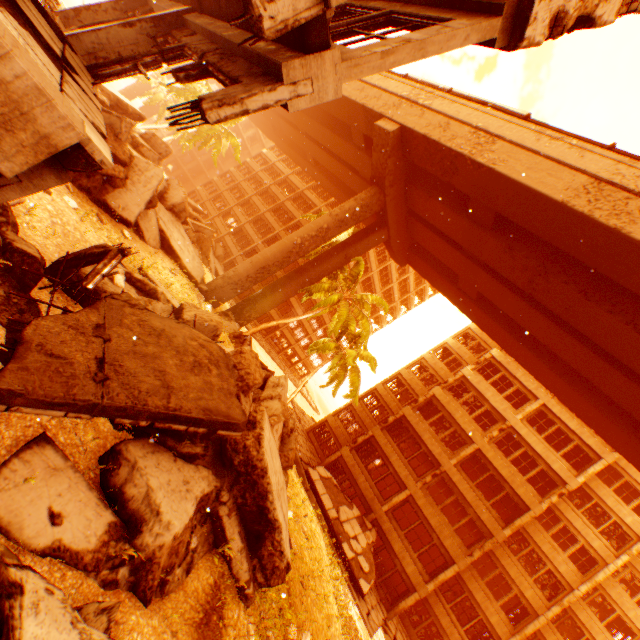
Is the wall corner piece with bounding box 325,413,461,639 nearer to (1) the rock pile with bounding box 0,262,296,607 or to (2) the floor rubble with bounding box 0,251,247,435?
(1) the rock pile with bounding box 0,262,296,607

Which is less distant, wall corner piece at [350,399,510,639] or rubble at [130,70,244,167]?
wall corner piece at [350,399,510,639]

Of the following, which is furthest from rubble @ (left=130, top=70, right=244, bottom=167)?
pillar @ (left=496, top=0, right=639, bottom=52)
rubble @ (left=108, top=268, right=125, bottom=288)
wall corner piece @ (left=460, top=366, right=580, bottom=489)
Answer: wall corner piece @ (left=460, top=366, right=580, bottom=489)

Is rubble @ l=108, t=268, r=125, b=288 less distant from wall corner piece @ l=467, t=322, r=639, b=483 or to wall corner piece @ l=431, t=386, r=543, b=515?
wall corner piece @ l=431, t=386, r=543, b=515

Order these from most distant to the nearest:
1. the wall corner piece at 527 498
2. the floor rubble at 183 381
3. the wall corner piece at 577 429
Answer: the wall corner piece at 577 429, the wall corner piece at 527 498, the floor rubble at 183 381

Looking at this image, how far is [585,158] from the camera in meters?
12.6 m

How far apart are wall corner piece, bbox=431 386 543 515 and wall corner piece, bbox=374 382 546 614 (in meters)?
2.07

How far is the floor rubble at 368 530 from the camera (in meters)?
18.48
